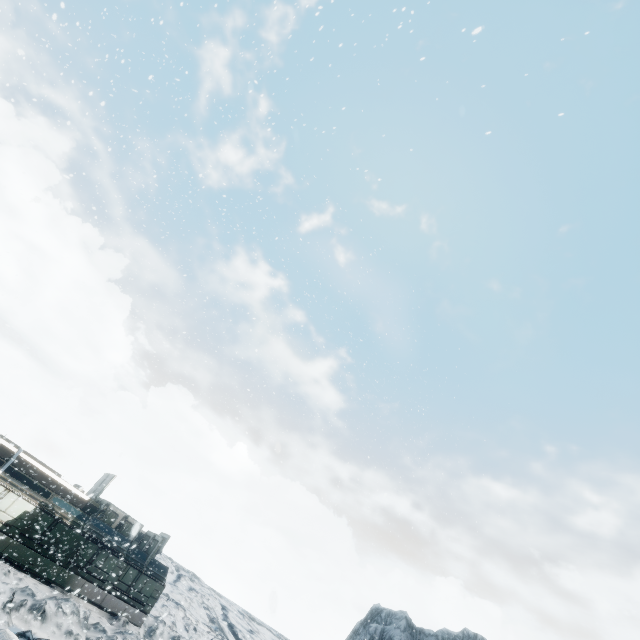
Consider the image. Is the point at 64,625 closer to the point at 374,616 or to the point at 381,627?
the point at 381,627
